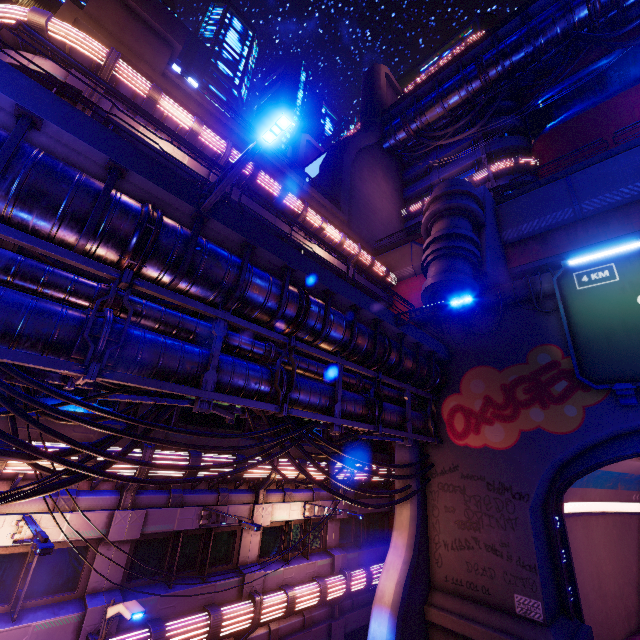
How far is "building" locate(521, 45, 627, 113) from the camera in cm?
2820

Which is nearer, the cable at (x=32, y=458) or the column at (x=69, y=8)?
the cable at (x=32, y=458)

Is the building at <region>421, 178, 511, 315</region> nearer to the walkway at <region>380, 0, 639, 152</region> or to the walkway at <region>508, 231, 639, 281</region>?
the walkway at <region>508, 231, 639, 281</region>

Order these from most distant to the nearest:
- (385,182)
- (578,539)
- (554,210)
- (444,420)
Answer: (385,182) < (578,539) < (554,210) < (444,420)

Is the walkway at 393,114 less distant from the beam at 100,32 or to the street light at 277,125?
the beam at 100,32

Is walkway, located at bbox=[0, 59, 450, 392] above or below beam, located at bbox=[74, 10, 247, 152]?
below

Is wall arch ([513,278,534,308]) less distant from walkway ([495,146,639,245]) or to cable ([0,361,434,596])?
cable ([0,361,434,596])

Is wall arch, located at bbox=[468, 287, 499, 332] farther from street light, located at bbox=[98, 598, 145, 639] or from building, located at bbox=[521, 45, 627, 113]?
street light, located at bbox=[98, 598, 145, 639]
